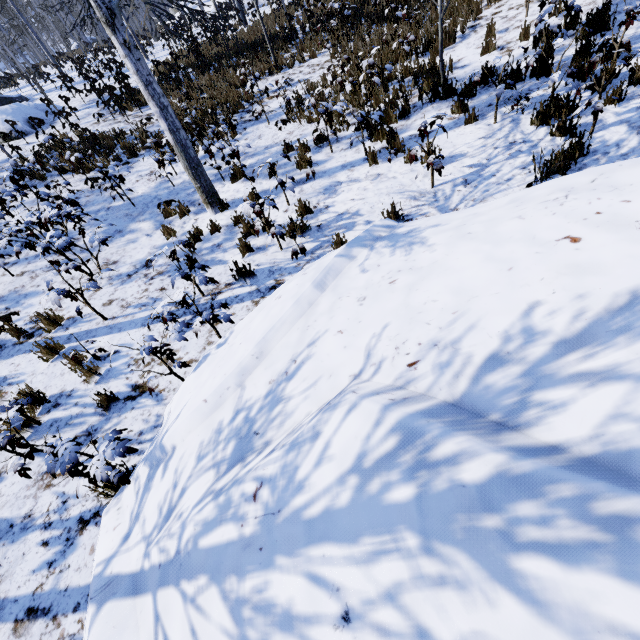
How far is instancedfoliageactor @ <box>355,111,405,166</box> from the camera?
5.86m

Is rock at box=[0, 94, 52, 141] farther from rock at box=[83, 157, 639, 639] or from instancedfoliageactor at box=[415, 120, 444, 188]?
rock at box=[83, 157, 639, 639]

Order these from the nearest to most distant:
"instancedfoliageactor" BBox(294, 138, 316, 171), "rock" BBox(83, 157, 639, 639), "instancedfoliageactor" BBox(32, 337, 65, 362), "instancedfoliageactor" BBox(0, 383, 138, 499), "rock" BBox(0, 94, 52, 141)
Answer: "rock" BBox(83, 157, 639, 639), "instancedfoliageactor" BBox(0, 383, 138, 499), "instancedfoliageactor" BBox(32, 337, 65, 362), "instancedfoliageactor" BBox(294, 138, 316, 171), "rock" BBox(0, 94, 52, 141)

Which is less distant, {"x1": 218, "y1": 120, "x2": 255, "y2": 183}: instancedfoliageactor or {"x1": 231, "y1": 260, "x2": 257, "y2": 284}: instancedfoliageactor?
{"x1": 231, "y1": 260, "x2": 257, "y2": 284}: instancedfoliageactor

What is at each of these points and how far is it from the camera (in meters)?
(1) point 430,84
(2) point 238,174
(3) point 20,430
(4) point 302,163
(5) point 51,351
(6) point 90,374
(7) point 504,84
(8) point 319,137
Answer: (1) instancedfoliageactor, 7.03
(2) instancedfoliageactor, 7.28
(3) instancedfoliageactor, 3.62
(4) instancedfoliageactor, 6.82
(5) instancedfoliageactor, 4.79
(6) instancedfoliageactor, 4.29
(7) instancedfoliageactor, 5.00
(8) instancedfoliageactor, 7.35

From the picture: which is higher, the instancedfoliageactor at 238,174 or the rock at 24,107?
the rock at 24,107

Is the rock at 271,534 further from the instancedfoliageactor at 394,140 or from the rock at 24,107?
the rock at 24,107

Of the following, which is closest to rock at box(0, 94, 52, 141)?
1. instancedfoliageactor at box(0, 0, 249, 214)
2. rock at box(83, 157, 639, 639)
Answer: instancedfoliageactor at box(0, 0, 249, 214)
